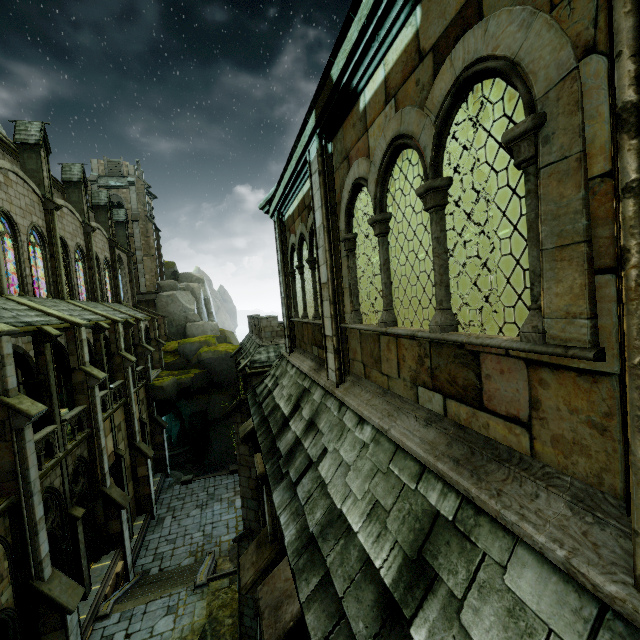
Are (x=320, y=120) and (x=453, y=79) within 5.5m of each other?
yes

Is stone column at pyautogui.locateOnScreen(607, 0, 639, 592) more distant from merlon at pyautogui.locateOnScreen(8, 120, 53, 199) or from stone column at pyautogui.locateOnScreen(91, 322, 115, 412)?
merlon at pyautogui.locateOnScreen(8, 120, 53, 199)

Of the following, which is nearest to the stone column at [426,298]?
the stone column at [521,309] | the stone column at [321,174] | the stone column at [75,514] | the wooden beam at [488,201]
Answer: the wooden beam at [488,201]

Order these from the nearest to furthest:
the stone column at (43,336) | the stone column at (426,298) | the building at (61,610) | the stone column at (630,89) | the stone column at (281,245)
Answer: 1. the stone column at (630,89)
2. the stone column at (281,245)
3. the stone column at (426,298)
4. the building at (61,610)
5. the stone column at (43,336)

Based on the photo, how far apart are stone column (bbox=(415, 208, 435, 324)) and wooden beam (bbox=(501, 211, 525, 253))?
2.2m

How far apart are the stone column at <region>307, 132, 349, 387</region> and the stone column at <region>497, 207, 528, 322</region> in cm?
787

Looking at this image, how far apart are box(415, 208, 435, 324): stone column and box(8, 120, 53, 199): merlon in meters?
23.0

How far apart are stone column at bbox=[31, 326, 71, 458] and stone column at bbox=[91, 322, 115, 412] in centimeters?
488cm
